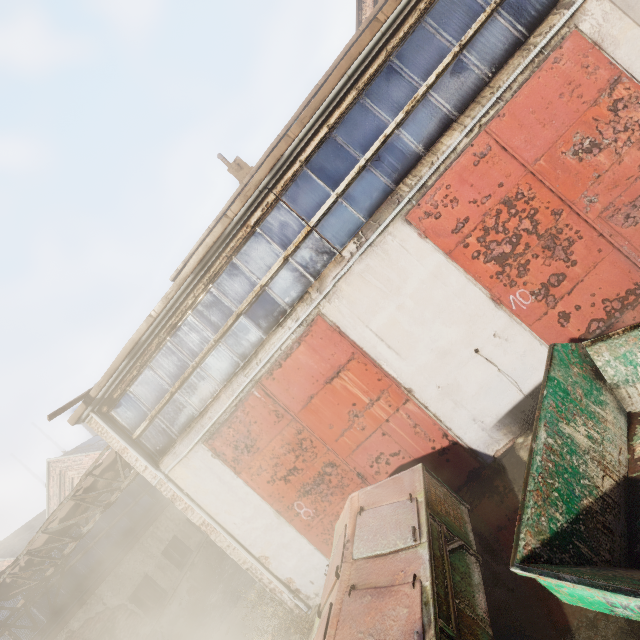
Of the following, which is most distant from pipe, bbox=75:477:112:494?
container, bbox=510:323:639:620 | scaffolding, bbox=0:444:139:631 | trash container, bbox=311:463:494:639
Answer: container, bbox=510:323:639:620

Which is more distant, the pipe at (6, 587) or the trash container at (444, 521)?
the pipe at (6, 587)

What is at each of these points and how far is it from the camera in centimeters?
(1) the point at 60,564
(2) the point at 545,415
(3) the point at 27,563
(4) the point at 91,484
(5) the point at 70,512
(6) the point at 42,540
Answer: (1) scaffolding, 934cm
(2) container, 380cm
(3) pipe, 926cm
(4) pipe, 861cm
(5) pipe, 884cm
(6) pipe, 913cm

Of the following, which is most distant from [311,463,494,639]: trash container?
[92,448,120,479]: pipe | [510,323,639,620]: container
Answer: [92,448,120,479]: pipe

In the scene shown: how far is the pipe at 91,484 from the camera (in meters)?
8.59

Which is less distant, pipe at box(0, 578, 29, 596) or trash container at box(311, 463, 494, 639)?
trash container at box(311, 463, 494, 639)

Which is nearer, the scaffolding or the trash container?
the trash container
